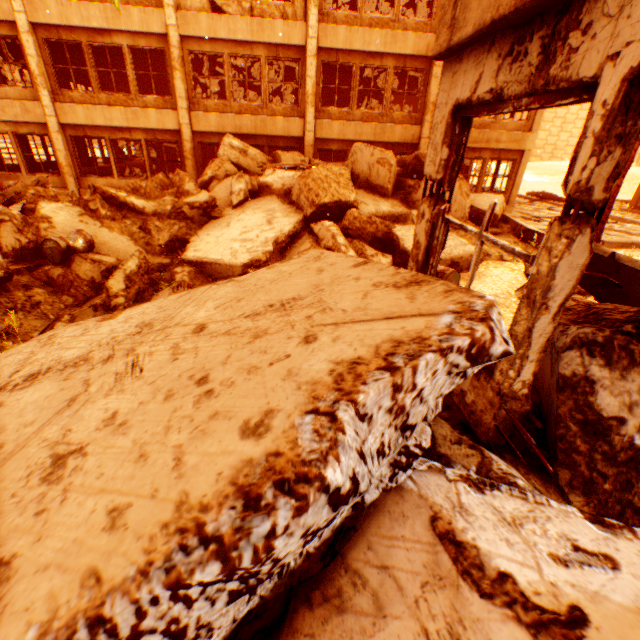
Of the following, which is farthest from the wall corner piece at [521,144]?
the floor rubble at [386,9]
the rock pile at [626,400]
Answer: the floor rubble at [386,9]

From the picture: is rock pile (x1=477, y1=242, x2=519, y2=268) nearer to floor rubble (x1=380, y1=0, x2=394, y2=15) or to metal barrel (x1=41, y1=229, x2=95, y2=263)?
metal barrel (x1=41, y1=229, x2=95, y2=263)

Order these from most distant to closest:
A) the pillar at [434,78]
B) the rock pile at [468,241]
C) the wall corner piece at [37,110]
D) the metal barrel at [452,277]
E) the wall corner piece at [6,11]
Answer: the pillar at [434,78] < the wall corner piece at [37,110] < the wall corner piece at [6,11] < the rock pile at [468,241] < the metal barrel at [452,277]

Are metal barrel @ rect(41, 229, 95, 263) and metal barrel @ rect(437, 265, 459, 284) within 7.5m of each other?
yes

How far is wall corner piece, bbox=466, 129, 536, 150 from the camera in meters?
14.1 m

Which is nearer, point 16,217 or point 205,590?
point 205,590

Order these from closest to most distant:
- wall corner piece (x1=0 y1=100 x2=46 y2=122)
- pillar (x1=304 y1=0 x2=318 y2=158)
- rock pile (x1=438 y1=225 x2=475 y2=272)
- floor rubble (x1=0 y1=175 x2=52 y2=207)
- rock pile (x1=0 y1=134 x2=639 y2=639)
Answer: rock pile (x1=0 y1=134 x2=639 y2=639) → rock pile (x1=438 y1=225 x2=475 y2=272) → floor rubble (x1=0 y1=175 x2=52 y2=207) → pillar (x1=304 y1=0 x2=318 y2=158) → wall corner piece (x1=0 y1=100 x2=46 y2=122)

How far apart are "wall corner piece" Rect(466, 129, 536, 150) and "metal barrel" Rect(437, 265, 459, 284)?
9.78m
